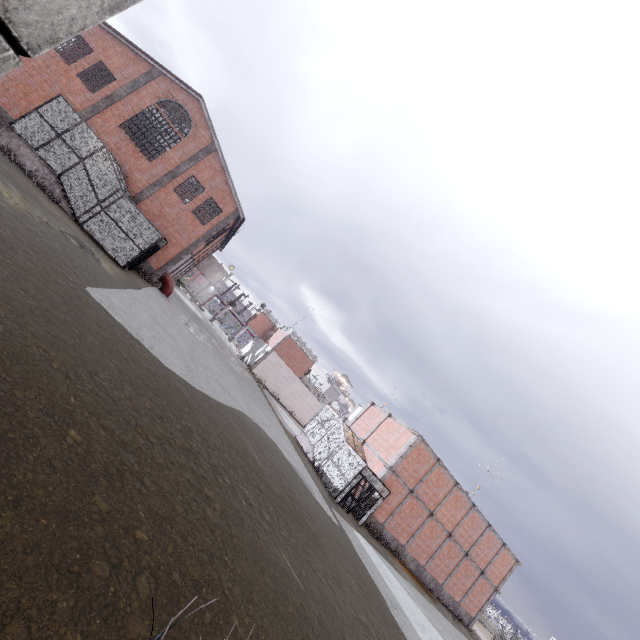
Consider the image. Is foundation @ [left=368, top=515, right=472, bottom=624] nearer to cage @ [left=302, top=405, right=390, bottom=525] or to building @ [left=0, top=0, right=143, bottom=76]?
cage @ [left=302, top=405, right=390, bottom=525]

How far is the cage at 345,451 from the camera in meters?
20.1 m

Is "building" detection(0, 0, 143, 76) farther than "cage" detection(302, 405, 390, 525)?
No

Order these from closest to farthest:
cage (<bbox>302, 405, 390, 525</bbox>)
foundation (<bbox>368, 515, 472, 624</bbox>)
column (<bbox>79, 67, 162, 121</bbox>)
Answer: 1. cage (<bbox>302, 405, 390, 525</bbox>)
2. column (<bbox>79, 67, 162, 121</bbox>)
3. foundation (<bbox>368, 515, 472, 624</bbox>)

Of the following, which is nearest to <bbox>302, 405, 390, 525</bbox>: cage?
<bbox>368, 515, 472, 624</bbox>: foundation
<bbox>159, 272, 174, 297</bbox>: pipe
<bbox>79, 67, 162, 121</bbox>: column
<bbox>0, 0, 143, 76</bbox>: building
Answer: <bbox>368, 515, 472, 624</bbox>: foundation

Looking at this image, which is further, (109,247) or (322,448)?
(322,448)

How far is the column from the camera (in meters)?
22.34

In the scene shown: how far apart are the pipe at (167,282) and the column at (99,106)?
10.9 meters
